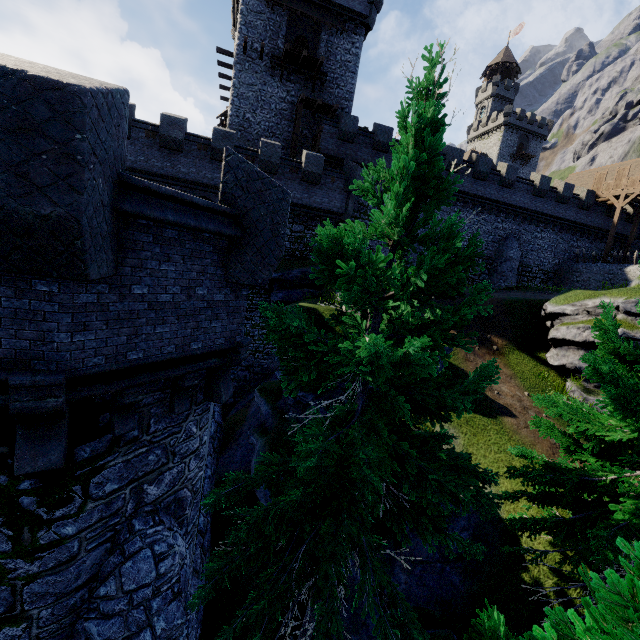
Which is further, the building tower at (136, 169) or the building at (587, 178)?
the building at (587, 178)

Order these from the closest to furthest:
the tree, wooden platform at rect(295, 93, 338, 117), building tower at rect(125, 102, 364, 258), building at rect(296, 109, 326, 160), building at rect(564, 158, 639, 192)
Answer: the tree
building tower at rect(125, 102, 364, 258)
wooden platform at rect(295, 93, 338, 117)
building at rect(296, 109, 326, 160)
building at rect(564, 158, 639, 192)

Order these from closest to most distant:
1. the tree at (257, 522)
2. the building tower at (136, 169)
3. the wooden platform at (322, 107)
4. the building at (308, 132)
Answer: the tree at (257, 522), the building tower at (136, 169), the wooden platform at (322, 107), the building at (308, 132)

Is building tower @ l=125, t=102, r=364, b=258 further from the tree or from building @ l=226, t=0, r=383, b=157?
the tree

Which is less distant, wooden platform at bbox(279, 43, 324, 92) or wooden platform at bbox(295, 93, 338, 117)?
wooden platform at bbox(279, 43, 324, 92)

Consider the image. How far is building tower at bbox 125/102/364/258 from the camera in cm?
1961

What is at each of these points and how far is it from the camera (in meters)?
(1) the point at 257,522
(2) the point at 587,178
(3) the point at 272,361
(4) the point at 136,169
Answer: (1) tree, 4.90
(2) building, 48.47
(3) building tower, 25.06
(4) building tower, 19.81
